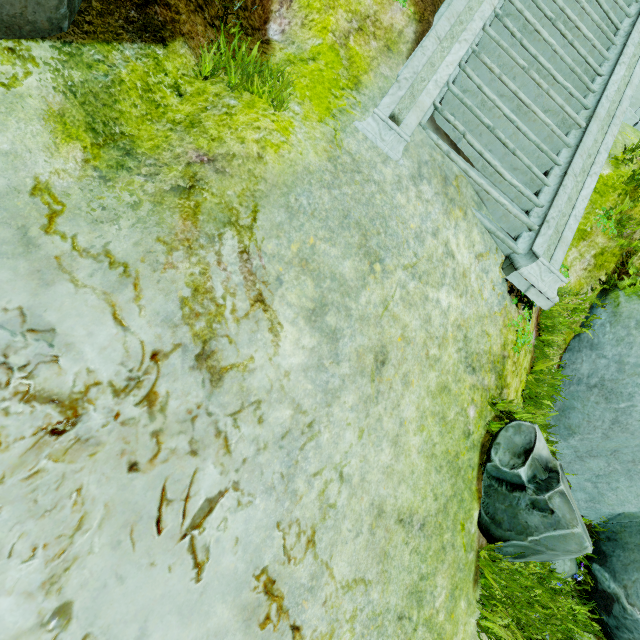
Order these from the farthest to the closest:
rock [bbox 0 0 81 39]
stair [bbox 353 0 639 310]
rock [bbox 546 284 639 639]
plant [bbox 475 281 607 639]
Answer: rock [bbox 546 284 639 639], stair [bbox 353 0 639 310], plant [bbox 475 281 607 639], rock [bbox 0 0 81 39]

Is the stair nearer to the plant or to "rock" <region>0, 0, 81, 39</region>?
"rock" <region>0, 0, 81, 39</region>

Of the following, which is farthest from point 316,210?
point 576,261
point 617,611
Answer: point 617,611

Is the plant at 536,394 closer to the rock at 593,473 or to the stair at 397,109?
the stair at 397,109

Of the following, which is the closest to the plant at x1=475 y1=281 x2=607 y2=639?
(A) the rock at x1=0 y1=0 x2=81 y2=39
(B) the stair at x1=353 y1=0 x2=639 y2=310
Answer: (B) the stair at x1=353 y1=0 x2=639 y2=310

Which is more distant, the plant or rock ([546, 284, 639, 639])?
rock ([546, 284, 639, 639])

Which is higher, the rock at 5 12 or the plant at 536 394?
the rock at 5 12
